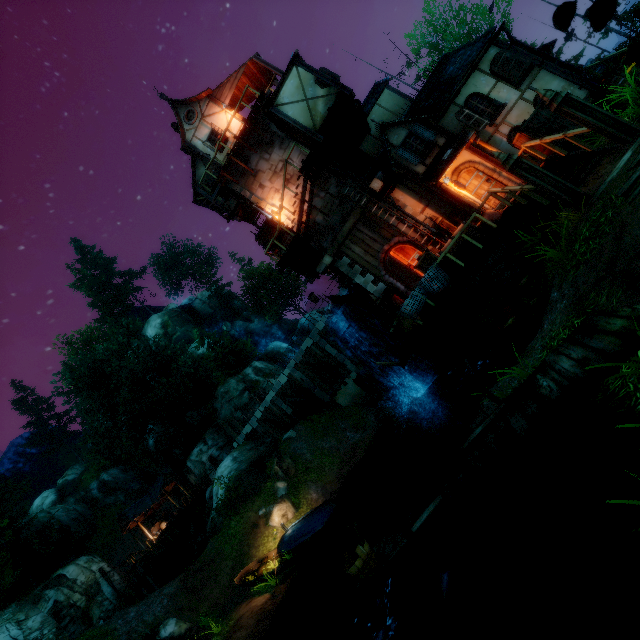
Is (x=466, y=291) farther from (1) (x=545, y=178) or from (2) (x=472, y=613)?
(2) (x=472, y=613)

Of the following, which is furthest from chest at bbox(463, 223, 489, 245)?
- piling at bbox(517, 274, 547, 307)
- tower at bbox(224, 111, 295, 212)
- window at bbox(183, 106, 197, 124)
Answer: window at bbox(183, 106, 197, 124)

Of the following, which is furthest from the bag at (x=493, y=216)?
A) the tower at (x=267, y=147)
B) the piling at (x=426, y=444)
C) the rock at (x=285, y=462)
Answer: the rock at (x=285, y=462)

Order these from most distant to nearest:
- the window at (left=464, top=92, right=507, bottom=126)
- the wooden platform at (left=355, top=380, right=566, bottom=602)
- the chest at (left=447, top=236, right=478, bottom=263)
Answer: the window at (left=464, top=92, right=507, bottom=126) < the chest at (left=447, top=236, right=478, bottom=263) < the wooden platform at (left=355, top=380, right=566, bottom=602)

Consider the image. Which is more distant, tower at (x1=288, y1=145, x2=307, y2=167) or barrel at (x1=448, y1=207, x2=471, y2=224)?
tower at (x1=288, y1=145, x2=307, y2=167)

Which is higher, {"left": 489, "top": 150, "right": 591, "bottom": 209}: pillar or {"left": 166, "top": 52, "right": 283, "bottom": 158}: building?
{"left": 166, "top": 52, "right": 283, "bottom": 158}: building

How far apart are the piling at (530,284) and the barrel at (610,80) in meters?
5.4 m

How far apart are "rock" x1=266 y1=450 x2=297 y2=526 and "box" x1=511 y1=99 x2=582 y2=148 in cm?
2140
